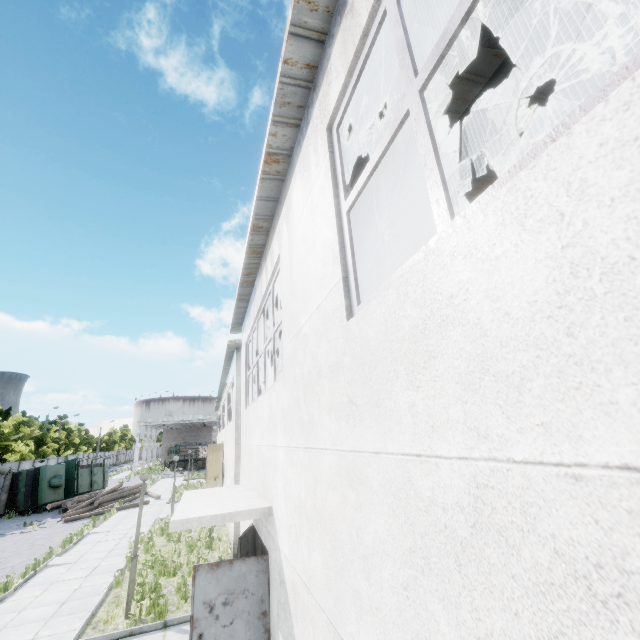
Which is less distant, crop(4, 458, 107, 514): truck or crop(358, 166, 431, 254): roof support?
crop(358, 166, 431, 254): roof support

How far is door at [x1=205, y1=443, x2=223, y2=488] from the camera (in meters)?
18.44

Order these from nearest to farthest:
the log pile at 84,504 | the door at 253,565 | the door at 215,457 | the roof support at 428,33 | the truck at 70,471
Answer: the roof support at 428,33, the door at 253,565, the door at 215,457, the log pile at 84,504, the truck at 70,471

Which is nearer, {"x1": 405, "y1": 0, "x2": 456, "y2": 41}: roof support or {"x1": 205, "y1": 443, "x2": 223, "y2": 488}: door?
{"x1": 405, "y1": 0, "x2": 456, "y2": 41}: roof support

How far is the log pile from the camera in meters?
22.2 m

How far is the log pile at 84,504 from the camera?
22.2m

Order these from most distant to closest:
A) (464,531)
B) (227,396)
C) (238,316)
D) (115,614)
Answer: (227,396) → (238,316) → (115,614) → (464,531)

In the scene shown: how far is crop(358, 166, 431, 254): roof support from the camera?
5.7m
